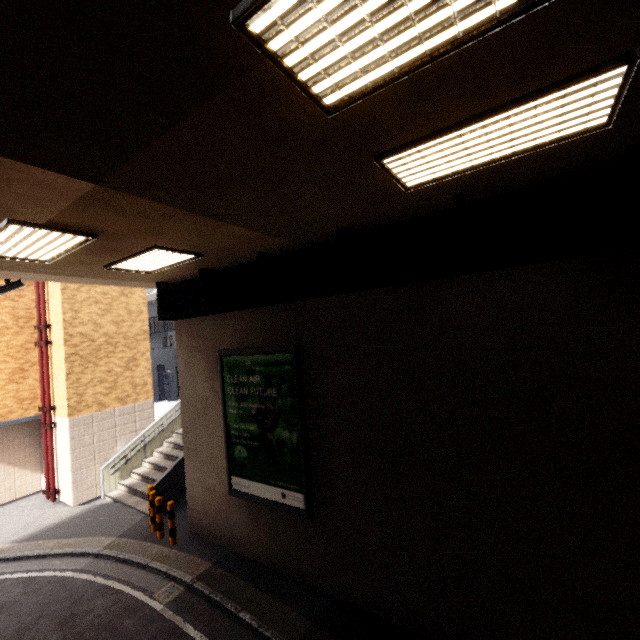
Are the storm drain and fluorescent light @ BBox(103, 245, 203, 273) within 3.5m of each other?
no

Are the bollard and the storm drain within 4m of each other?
yes

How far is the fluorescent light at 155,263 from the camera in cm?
589

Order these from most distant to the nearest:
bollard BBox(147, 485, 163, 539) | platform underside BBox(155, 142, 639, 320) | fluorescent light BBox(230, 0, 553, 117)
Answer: bollard BBox(147, 485, 163, 539) < platform underside BBox(155, 142, 639, 320) < fluorescent light BBox(230, 0, 553, 117)

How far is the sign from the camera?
6.6m

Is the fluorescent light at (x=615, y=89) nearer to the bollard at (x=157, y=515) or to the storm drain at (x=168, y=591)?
the storm drain at (x=168, y=591)

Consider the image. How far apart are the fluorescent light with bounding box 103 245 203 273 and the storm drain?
7.0m

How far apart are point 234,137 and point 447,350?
4.2m
